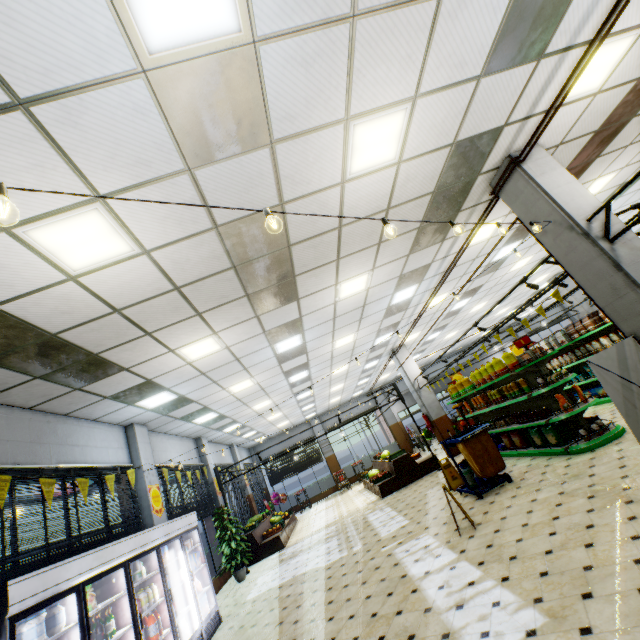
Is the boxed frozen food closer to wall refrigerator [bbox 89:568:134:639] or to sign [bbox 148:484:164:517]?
wall refrigerator [bbox 89:568:134:639]

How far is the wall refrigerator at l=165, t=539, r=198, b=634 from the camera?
6.16m

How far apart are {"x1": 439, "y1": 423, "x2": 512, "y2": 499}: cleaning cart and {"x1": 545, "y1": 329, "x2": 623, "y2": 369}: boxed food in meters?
4.8

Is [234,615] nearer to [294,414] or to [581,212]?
[581,212]

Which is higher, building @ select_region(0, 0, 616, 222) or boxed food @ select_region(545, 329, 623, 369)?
building @ select_region(0, 0, 616, 222)

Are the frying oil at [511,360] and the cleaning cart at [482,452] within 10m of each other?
yes

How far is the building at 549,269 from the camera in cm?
1436

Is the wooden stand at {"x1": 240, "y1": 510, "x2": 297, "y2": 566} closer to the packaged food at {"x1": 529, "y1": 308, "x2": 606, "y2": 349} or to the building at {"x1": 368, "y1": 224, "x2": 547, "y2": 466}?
the building at {"x1": 368, "y1": 224, "x2": 547, "y2": 466}
